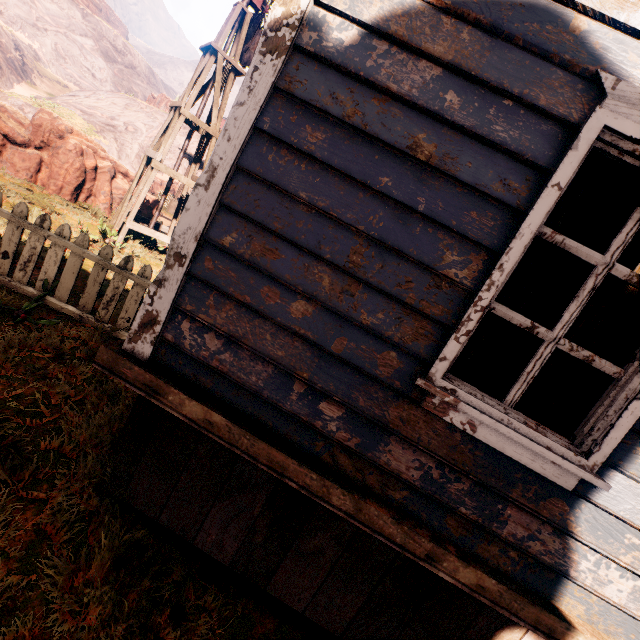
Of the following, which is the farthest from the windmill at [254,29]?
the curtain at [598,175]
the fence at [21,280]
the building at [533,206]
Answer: the curtain at [598,175]

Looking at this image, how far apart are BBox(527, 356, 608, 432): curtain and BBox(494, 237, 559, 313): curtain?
0.4 meters

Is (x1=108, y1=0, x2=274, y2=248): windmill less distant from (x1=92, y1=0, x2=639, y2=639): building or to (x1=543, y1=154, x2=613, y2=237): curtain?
(x1=92, y1=0, x2=639, y2=639): building

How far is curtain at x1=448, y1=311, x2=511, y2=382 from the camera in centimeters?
177cm

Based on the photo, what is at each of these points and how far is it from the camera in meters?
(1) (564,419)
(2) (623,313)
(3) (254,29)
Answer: (1) curtain, 1.8
(2) curtain, 1.7
(3) windmill, 8.9

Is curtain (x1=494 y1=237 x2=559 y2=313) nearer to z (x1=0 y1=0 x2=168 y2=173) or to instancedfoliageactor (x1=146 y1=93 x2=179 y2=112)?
z (x1=0 y1=0 x2=168 y2=173)

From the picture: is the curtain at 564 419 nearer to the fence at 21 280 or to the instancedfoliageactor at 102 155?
the fence at 21 280

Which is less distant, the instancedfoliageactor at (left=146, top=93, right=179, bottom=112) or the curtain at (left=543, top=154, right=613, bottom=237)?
the curtain at (left=543, top=154, right=613, bottom=237)
